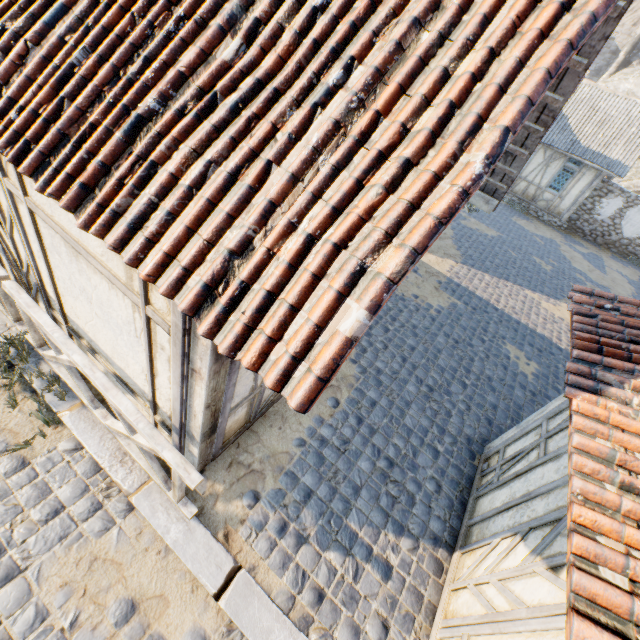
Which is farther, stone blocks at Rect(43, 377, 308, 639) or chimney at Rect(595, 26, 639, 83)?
chimney at Rect(595, 26, 639, 83)

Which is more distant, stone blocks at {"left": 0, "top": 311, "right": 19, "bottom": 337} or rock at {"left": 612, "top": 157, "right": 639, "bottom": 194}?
rock at {"left": 612, "top": 157, "right": 639, "bottom": 194}

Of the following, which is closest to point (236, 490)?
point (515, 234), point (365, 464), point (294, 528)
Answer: point (294, 528)

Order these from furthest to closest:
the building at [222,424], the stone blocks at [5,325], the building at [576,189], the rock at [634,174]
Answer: the rock at [634,174], the building at [576,189], the stone blocks at [5,325], the building at [222,424]

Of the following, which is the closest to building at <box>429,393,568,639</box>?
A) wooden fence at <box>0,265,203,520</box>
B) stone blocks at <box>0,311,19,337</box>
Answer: stone blocks at <box>0,311,19,337</box>

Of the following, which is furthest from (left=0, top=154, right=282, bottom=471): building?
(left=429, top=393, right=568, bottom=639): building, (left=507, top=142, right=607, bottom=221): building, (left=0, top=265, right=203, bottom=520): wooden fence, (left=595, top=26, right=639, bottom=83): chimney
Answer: (left=595, top=26, right=639, bottom=83): chimney

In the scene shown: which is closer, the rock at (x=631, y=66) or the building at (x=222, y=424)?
the building at (x=222, y=424)
